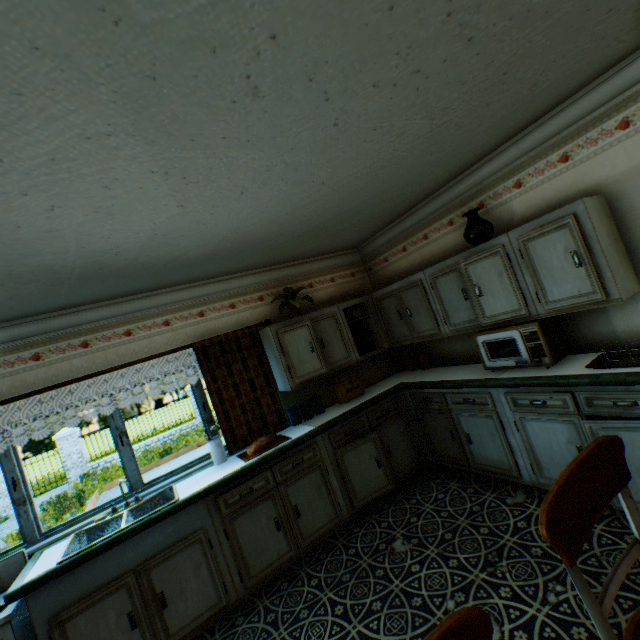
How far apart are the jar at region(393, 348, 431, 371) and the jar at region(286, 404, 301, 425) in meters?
1.7 m

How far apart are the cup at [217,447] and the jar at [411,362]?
2.78m

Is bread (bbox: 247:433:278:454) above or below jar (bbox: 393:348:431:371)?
below

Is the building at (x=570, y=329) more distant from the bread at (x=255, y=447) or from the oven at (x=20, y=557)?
the bread at (x=255, y=447)

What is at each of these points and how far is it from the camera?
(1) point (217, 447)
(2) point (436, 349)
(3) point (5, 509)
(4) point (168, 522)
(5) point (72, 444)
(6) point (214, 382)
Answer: (1) cup, 3.6m
(2) building, 4.5m
(3) gate, 12.8m
(4) cabinet, 2.8m
(5) gate, 14.1m
(6) curtain, 3.8m

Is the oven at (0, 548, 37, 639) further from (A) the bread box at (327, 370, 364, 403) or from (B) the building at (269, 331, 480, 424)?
(A) the bread box at (327, 370, 364, 403)

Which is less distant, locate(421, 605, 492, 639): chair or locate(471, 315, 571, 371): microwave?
locate(421, 605, 492, 639): chair

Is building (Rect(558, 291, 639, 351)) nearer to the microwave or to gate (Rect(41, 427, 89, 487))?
the microwave
